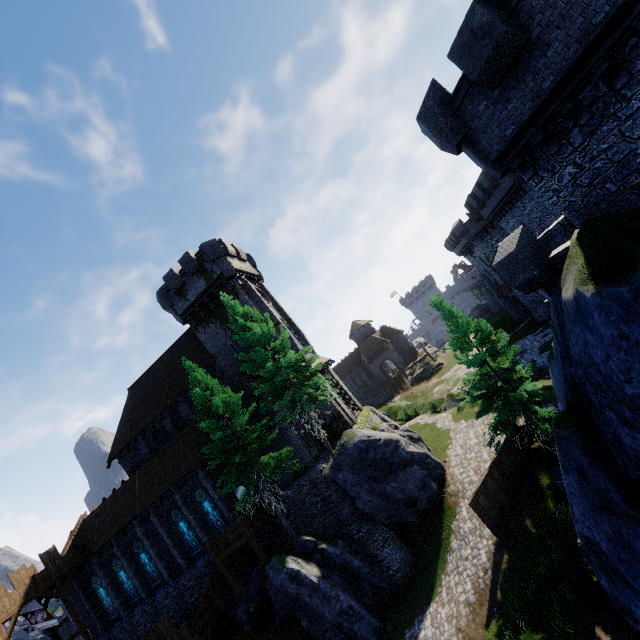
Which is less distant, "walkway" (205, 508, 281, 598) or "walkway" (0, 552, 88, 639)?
"walkway" (205, 508, 281, 598)

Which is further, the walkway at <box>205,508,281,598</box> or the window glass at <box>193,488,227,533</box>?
the window glass at <box>193,488,227,533</box>

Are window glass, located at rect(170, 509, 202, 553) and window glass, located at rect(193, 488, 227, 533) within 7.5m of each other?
yes

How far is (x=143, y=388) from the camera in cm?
3291

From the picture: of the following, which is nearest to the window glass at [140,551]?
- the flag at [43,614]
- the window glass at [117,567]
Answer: the window glass at [117,567]

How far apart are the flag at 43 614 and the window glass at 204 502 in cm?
1259

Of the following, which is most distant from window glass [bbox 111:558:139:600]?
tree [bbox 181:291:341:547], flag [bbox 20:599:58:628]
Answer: tree [bbox 181:291:341:547]

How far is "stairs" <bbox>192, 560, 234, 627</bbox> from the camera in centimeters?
2180cm
